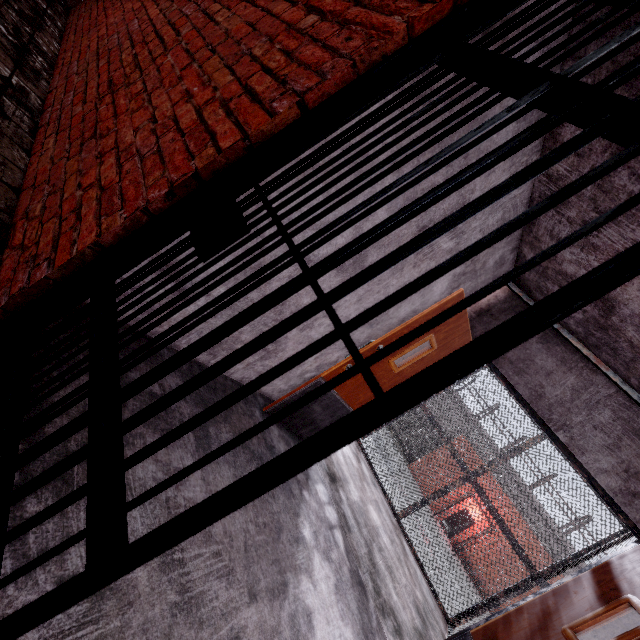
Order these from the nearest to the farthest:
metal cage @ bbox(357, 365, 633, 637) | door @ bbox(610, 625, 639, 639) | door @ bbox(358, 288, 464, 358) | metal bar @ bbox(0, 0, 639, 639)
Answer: metal bar @ bbox(0, 0, 639, 639) < door @ bbox(610, 625, 639, 639) < door @ bbox(358, 288, 464, 358) < metal cage @ bbox(357, 365, 633, 637)

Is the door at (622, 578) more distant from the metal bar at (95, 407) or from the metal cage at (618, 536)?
the metal bar at (95, 407)

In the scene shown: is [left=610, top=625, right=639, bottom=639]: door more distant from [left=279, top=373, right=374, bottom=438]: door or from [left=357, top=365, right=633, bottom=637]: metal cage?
[left=279, top=373, right=374, bottom=438]: door

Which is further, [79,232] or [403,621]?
[403,621]

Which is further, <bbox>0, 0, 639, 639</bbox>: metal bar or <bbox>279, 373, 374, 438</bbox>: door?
<bbox>279, 373, 374, 438</bbox>: door

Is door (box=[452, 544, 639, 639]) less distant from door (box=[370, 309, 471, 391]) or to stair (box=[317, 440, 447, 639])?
stair (box=[317, 440, 447, 639])

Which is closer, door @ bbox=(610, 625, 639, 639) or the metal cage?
door @ bbox=(610, 625, 639, 639)

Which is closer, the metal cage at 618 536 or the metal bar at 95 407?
the metal bar at 95 407
